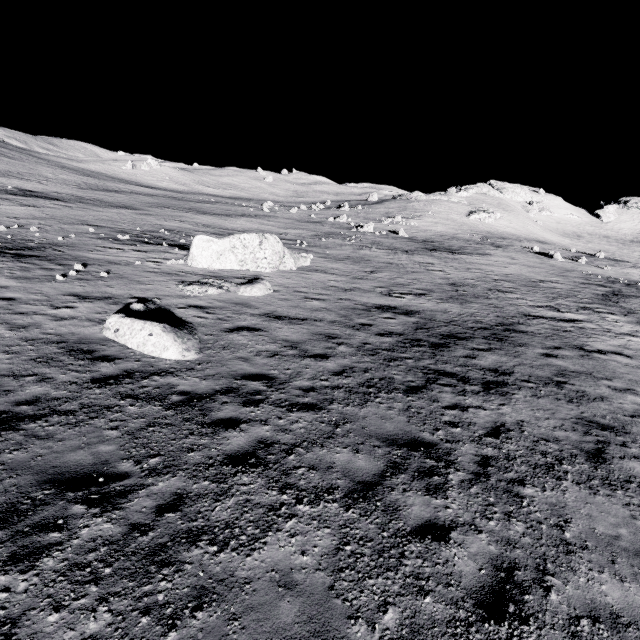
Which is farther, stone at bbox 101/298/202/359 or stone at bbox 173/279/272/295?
stone at bbox 173/279/272/295

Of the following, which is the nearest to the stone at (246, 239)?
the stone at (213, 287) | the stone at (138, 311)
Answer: the stone at (213, 287)

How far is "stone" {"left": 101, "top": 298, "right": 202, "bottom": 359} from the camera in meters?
8.7 m

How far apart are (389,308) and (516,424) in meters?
9.1

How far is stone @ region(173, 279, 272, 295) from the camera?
13.90m

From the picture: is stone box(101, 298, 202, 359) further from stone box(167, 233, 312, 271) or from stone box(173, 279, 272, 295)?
stone box(167, 233, 312, 271)

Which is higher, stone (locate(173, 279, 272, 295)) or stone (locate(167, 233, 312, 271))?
stone (locate(167, 233, 312, 271))

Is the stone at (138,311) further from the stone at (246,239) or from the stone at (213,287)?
the stone at (246,239)
